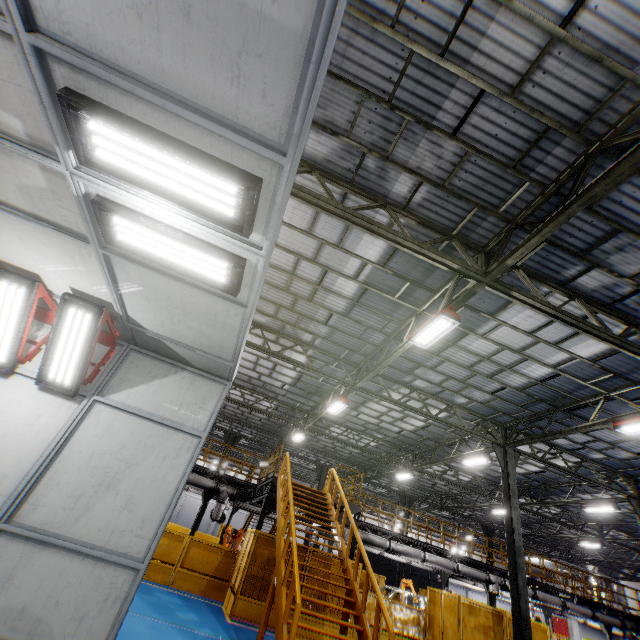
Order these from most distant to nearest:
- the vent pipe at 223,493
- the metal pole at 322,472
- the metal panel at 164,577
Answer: the metal pole at 322,472 < the vent pipe at 223,493 < the metal panel at 164,577

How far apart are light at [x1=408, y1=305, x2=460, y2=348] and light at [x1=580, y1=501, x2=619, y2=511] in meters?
15.7

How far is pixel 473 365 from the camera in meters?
12.1 m

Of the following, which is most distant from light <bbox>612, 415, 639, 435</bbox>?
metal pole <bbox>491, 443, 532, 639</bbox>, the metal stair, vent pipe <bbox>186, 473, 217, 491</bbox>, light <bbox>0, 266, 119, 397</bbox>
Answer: vent pipe <bbox>186, 473, 217, 491</bbox>

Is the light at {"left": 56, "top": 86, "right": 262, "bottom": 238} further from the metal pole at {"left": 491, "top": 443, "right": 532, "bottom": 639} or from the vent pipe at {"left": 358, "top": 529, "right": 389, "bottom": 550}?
the vent pipe at {"left": 358, "top": 529, "right": 389, "bottom": 550}

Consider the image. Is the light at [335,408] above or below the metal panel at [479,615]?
above

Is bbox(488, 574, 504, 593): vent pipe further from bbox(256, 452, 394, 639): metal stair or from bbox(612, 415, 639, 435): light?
bbox(612, 415, 639, 435): light

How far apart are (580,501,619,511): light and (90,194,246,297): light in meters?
22.1 m
